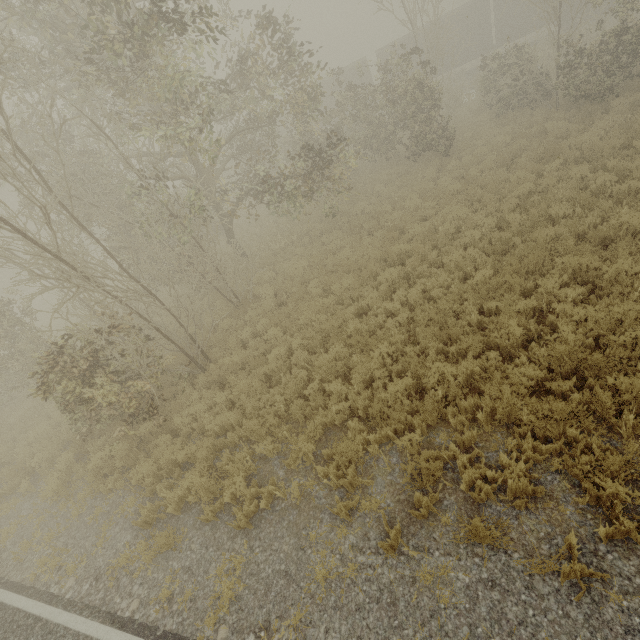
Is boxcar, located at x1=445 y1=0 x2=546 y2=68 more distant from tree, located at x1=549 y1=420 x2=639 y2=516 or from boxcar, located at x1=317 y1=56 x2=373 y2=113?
tree, located at x1=549 y1=420 x2=639 y2=516

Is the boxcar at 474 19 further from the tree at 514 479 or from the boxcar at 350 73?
the tree at 514 479

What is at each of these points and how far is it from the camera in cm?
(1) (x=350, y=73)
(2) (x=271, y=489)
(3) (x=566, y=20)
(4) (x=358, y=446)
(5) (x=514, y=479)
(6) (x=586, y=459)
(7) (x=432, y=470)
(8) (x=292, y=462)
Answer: (1) boxcar, 2958
(2) tree, 604
(3) boxcar, 2634
(4) tree, 596
(5) tree, 466
(6) tree, 439
(7) tree, 502
(8) tree, 640

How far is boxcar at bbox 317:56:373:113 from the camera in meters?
29.3 m

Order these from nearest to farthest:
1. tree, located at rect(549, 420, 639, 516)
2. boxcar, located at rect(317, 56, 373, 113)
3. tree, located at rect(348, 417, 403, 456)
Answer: tree, located at rect(549, 420, 639, 516) < tree, located at rect(348, 417, 403, 456) < boxcar, located at rect(317, 56, 373, 113)

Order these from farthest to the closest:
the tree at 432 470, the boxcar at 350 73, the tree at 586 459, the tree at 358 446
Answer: the boxcar at 350 73, the tree at 358 446, the tree at 432 470, the tree at 586 459
